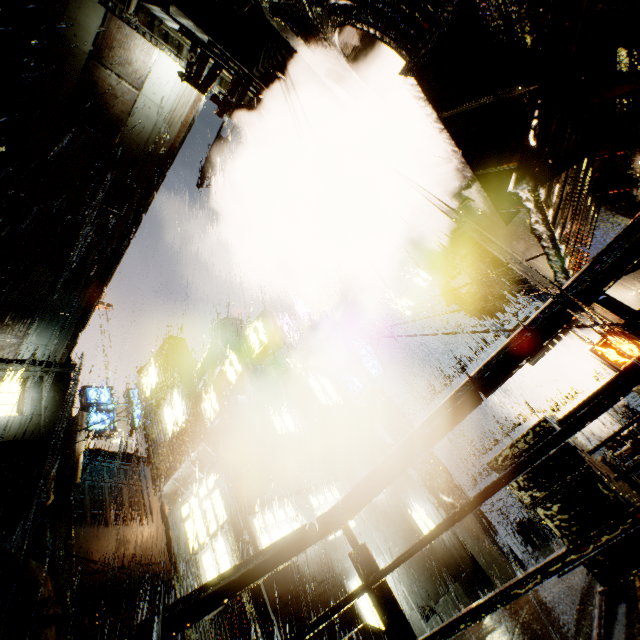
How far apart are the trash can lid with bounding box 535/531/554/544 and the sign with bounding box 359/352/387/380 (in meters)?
10.09

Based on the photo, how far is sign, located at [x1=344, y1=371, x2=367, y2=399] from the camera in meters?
20.3 m

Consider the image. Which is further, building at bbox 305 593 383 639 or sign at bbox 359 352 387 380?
sign at bbox 359 352 387 380

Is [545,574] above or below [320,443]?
below

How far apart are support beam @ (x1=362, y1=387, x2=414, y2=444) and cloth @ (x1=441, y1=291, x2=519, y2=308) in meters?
6.7 m

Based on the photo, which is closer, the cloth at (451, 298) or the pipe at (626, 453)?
the pipe at (626, 453)

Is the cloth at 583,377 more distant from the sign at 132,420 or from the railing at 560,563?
the sign at 132,420

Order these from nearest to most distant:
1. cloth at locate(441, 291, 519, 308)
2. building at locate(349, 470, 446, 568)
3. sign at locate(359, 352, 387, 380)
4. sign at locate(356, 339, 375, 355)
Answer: cloth at locate(441, 291, 519, 308) < building at locate(349, 470, 446, 568) < sign at locate(359, 352, 387, 380) < sign at locate(356, 339, 375, 355)
